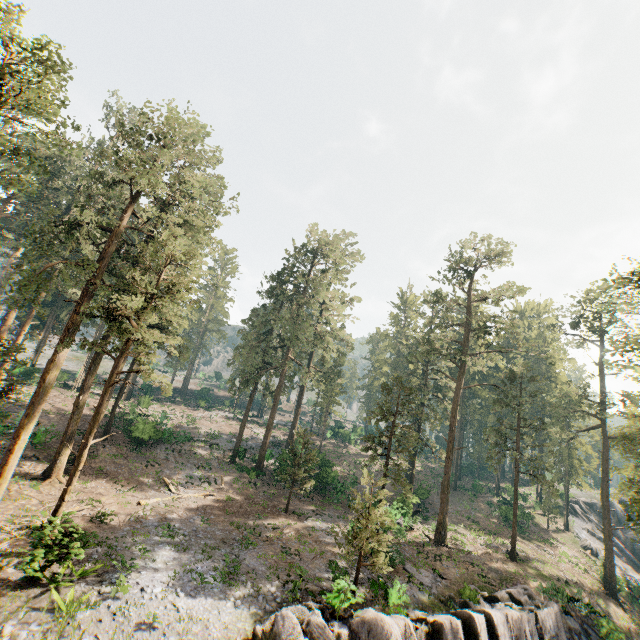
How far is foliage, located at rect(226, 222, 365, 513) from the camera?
36.4m

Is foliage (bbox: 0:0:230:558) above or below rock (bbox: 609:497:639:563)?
above

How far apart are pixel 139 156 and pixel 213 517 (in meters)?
26.03

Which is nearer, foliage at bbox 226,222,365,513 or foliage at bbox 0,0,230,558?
foliage at bbox 0,0,230,558

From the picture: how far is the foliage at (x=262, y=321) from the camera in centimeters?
3644cm

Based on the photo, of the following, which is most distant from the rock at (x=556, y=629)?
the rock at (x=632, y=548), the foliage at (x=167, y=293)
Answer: the rock at (x=632, y=548)

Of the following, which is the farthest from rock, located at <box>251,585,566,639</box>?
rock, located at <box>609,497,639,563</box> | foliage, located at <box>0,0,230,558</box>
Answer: rock, located at <box>609,497,639,563</box>
